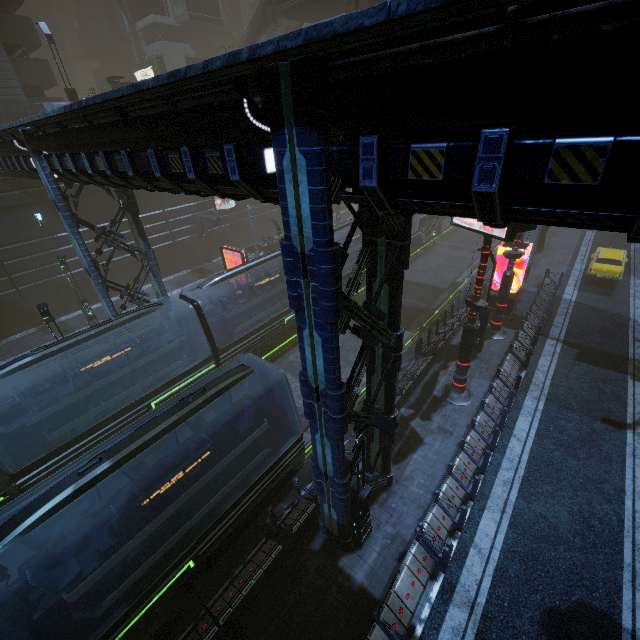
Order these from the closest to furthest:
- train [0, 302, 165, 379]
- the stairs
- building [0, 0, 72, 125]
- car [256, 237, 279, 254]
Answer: train [0, 302, 165, 379], building [0, 0, 72, 125], the stairs, car [256, 237, 279, 254]

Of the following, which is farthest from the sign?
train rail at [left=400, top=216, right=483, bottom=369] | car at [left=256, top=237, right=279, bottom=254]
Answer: car at [left=256, top=237, right=279, bottom=254]

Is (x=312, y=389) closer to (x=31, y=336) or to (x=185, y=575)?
(x=185, y=575)

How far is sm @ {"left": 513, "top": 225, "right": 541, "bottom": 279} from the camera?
23.0 meters

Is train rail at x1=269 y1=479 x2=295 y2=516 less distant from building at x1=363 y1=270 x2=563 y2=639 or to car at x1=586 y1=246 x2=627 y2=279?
building at x1=363 y1=270 x2=563 y2=639

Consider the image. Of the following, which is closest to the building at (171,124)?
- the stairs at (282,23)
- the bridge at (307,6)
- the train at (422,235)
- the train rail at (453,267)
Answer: the train rail at (453,267)

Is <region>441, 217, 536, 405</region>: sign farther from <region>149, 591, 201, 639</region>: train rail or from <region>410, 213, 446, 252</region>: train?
<region>410, 213, 446, 252</region>: train

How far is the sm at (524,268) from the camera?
23.0 meters
